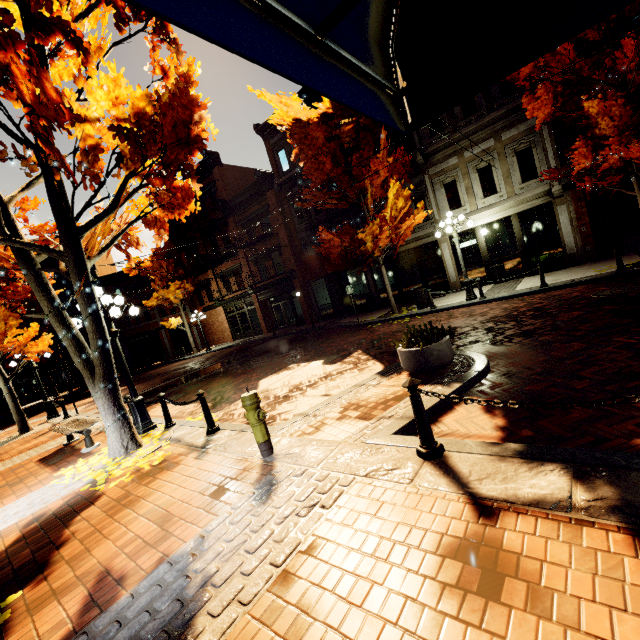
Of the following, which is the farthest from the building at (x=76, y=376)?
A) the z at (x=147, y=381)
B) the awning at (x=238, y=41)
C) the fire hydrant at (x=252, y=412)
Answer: the fire hydrant at (x=252, y=412)

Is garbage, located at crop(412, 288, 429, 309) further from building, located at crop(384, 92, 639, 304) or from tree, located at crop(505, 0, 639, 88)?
building, located at crop(384, 92, 639, 304)

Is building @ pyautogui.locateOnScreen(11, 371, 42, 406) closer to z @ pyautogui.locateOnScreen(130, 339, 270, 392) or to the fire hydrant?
z @ pyautogui.locateOnScreen(130, 339, 270, 392)

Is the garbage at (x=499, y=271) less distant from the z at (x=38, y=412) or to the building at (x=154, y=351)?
the building at (x=154, y=351)

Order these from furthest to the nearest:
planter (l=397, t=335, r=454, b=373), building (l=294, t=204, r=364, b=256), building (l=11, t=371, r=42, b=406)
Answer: building (l=11, t=371, r=42, b=406) < building (l=294, t=204, r=364, b=256) < planter (l=397, t=335, r=454, b=373)

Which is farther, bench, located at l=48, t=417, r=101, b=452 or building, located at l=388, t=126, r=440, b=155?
building, located at l=388, t=126, r=440, b=155

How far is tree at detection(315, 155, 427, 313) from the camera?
13.30m

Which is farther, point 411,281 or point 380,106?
point 411,281
